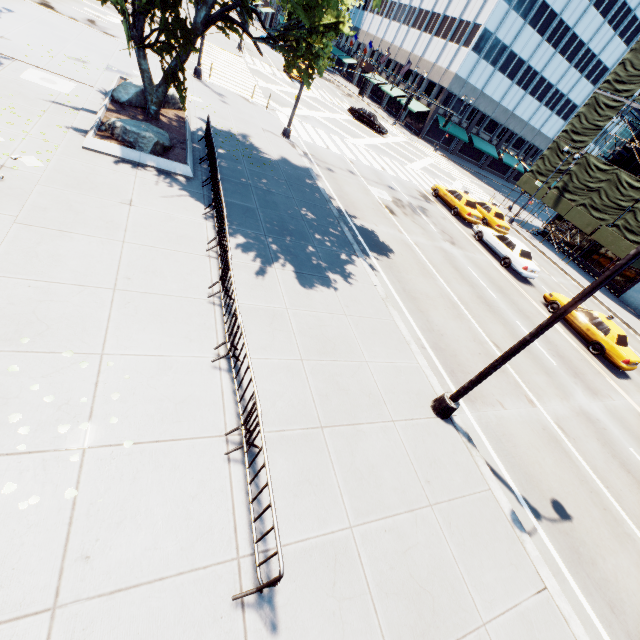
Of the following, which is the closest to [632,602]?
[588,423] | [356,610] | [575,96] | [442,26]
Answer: [588,423]

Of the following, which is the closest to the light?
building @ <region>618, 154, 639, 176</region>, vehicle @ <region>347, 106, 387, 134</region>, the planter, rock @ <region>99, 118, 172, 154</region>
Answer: the planter

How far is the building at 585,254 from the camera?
30.4 meters

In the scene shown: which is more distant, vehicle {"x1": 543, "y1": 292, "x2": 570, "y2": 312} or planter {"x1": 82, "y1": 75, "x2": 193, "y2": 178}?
vehicle {"x1": 543, "y1": 292, "x2": 570, "y2": 312}

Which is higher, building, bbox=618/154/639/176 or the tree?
building, bbox=618/154/639/176

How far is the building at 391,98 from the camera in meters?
54.2 m

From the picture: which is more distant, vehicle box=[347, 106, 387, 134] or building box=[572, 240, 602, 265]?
vehicle box=[347, 106, 387, 134]

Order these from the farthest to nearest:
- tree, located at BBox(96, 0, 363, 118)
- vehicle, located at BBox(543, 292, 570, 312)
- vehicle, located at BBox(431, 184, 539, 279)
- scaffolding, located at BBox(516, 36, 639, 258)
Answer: scaffolding, located at BBox(516, 36, 639, 258) < vehicle, located at BBox(431, 184, 539, 279) < vehicle, located at BBox(543, 292, 570, 312) < tree, located at BBox(96, 0, 363, 118)
